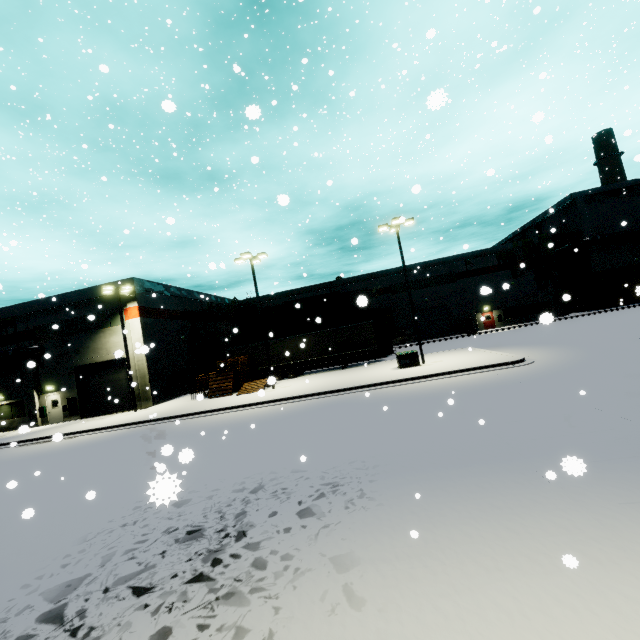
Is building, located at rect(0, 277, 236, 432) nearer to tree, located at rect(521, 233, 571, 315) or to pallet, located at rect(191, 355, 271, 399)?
tree, located at rect(521, 233, 571, 315)

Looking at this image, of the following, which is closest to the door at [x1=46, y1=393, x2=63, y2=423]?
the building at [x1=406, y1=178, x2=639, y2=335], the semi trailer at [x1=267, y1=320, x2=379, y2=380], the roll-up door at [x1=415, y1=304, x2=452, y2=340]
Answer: the building at [x1=406, y1=178, x2=639, y2=335]

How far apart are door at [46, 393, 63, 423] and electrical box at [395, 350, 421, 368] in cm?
2857

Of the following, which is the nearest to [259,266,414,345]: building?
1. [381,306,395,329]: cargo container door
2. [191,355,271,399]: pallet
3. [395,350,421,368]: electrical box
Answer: [191,355,271,399]: pallet

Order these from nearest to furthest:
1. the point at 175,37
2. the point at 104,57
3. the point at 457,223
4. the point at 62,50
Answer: the point at 175,37 → the point at 62,50 → the point at 104,57 → the point at 457,223

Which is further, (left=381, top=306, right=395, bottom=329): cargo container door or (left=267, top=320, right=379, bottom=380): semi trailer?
(left=381, top=306, right=395, bottom=329): cargo container door

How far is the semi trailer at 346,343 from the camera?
27.9m

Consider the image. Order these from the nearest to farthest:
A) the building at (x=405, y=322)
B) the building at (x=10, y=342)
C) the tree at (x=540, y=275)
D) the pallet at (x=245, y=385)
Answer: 1. the pallet at (x=245, y=385)
2. the building at (x=10, y=342)
3. the tree at (x=540, y=275)
4. the building at (x=405, y=322)
